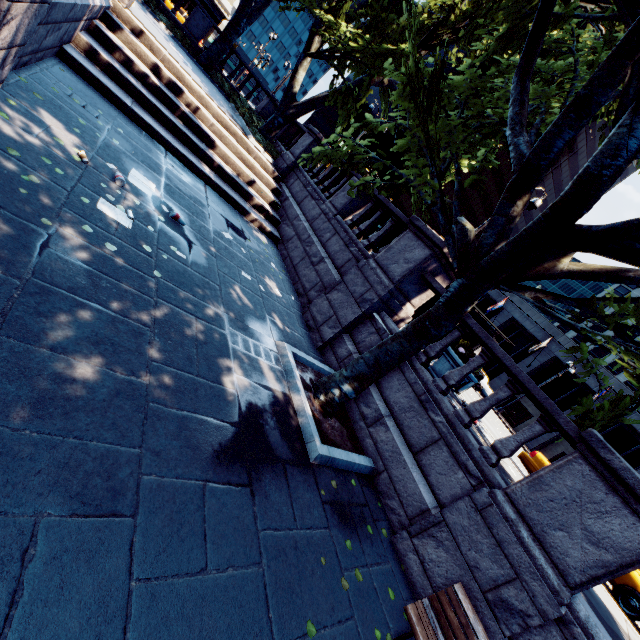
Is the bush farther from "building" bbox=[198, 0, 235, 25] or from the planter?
"building" bbox=[198, 0, 235, 25]

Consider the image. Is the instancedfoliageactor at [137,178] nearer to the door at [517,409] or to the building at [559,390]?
the building at [559,390]

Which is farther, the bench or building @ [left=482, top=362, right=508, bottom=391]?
building @ [left=482, top=362, right=508, bottom=391]

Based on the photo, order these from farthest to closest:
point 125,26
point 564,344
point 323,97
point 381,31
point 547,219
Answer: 1. point 564,344
2. point 323,97
3. point 381,31
4. point 125,26
5. point 547,219

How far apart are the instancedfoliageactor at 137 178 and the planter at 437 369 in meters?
7.0

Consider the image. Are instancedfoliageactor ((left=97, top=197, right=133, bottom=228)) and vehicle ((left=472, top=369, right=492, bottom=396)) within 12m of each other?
no

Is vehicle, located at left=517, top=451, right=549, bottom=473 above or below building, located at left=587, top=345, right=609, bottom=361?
below

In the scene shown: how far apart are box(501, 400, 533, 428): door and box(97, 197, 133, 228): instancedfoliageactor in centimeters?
3746cm
